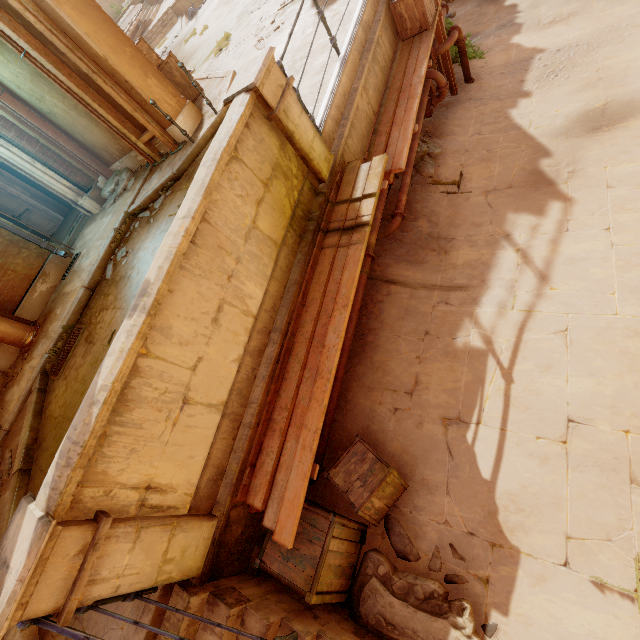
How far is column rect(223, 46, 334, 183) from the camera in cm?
350

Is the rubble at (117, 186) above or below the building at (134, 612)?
above

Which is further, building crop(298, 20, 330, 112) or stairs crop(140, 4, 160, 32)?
stairs crop(140, 4, 160, 32)

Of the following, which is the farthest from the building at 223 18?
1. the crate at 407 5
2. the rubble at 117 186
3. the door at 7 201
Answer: the door at 7 201

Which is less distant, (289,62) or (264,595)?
(264,595)

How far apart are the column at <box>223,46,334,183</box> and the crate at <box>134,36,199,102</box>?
5.4 meters

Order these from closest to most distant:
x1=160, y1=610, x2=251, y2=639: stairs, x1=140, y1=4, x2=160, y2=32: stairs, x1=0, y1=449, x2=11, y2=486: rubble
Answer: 1. x1=160, y1=610, x2=251, y2=639: stairs
2. x1=0, y1=449, x2=11, y2=486: rubble
3. x1=140, y1=4, x2=160, y2=32: stairs

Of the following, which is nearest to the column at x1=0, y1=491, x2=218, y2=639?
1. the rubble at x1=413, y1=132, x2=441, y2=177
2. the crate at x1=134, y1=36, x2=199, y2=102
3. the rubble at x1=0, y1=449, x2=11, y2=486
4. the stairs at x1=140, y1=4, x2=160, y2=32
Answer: the rubble at x1=0, y1=449, x2=11, y2=486
